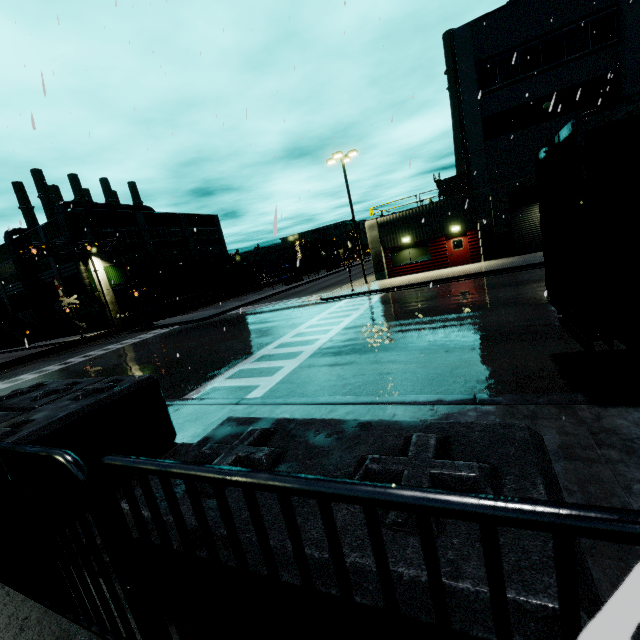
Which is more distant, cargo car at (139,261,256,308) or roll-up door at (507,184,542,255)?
cargo car at (139,261,256,308)

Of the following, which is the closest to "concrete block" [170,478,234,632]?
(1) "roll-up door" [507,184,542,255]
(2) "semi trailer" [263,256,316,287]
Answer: (1) "roll-up door" [507,184,542,255]

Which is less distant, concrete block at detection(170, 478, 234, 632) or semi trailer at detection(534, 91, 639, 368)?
concrete block at detection(170, 478, 234, 632)

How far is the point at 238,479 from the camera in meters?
0.7

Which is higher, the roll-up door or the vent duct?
the vent duct

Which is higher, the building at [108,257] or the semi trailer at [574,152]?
the building at [108,257]

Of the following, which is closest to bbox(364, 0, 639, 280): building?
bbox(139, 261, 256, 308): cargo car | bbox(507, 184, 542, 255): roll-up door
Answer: bbox(507, 184, 542, 255): roll-up door

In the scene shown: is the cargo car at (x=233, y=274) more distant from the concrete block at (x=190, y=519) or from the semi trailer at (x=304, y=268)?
the concrete block at (x=190, y=519)
